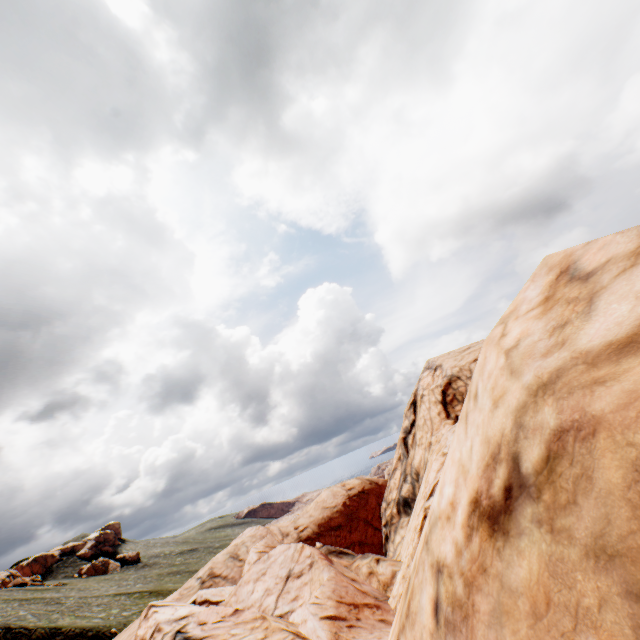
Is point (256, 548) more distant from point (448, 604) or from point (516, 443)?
point (516, 443)
